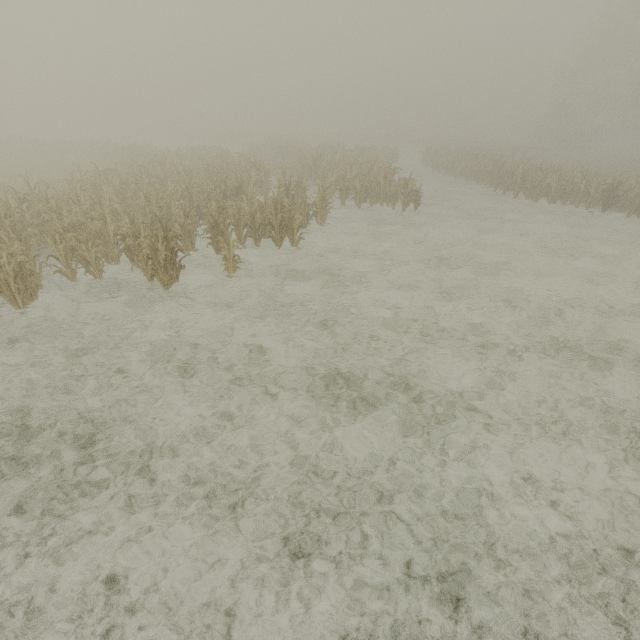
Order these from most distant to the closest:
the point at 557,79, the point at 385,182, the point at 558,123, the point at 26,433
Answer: the point at 558,123
the point at 557,79
the point at 385,182
the point at 26,433
